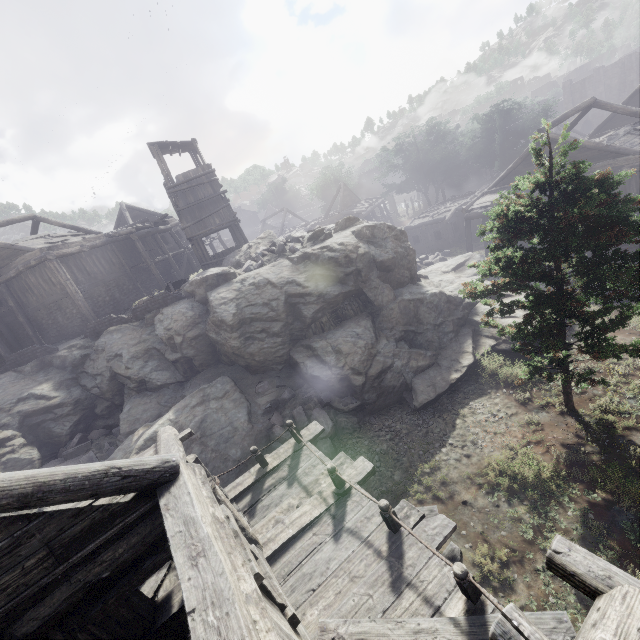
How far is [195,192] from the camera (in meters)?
21.77

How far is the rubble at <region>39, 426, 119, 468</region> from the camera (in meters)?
14.45

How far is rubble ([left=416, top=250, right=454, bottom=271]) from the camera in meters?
24.7

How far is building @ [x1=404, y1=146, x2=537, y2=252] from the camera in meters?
21.3 m

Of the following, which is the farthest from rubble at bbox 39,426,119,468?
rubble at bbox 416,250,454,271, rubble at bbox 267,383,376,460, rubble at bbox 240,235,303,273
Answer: rubble at bbox 416,250,454,271

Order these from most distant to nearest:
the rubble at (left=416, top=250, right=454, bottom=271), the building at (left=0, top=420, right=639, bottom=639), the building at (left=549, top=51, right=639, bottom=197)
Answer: the rubble at (left=416, top=250, right=454, bottom=271)
the building at (left=549, top=51, right=639, bottom=197)
the building at (left=0, top=420, right=639, bottom=639)

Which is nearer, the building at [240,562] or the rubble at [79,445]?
the building at [240,562]

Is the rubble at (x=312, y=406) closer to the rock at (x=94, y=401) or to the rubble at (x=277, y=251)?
the rock at (x=94, y=401)
